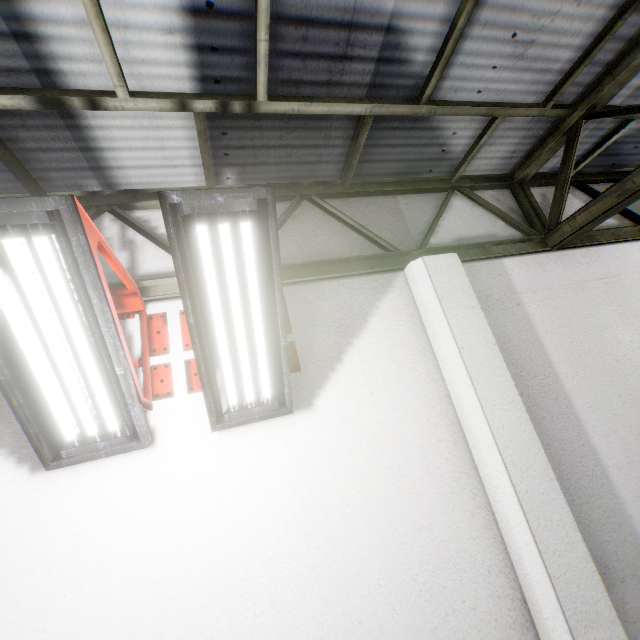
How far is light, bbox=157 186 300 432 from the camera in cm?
176

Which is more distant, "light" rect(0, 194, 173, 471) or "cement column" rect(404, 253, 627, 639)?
"cement column" rect(404, 253, 627, 639)

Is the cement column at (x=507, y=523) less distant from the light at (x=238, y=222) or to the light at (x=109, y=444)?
the light at (x=238, y=222)

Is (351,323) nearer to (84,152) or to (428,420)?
(428,420)

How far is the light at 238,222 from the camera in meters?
1.8

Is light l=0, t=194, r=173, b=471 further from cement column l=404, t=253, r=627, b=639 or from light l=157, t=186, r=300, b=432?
cement column l=404, t=253, r=627, b=639
